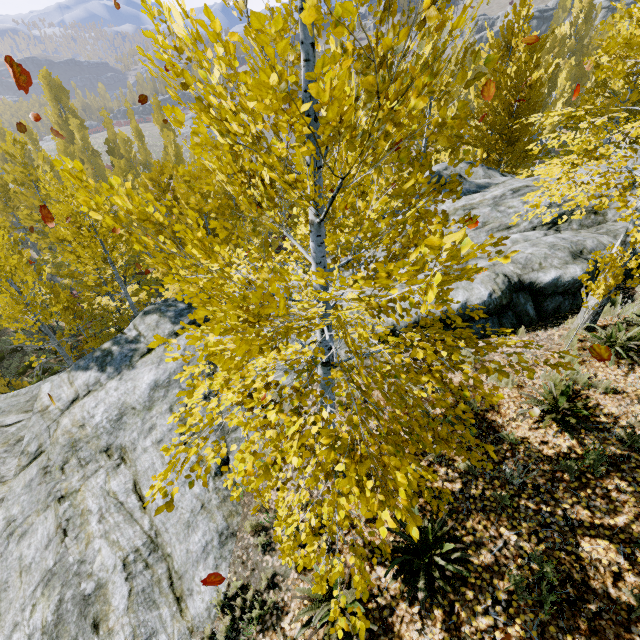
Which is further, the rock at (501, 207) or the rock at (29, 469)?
the rock at (501, 207)

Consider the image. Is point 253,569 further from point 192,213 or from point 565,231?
point 565,231

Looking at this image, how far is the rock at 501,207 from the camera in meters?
7.3

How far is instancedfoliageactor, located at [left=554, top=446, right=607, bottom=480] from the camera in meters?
4.4

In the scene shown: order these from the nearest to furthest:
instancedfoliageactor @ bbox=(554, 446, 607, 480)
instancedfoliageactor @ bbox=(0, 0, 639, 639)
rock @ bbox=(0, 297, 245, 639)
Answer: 1. instancedfoliageactor @ bbox=(0, 0, 639, 639)
2. instancedfoliageactor @ bbox=(554, 446, 607, 480)
3. rock @ bbox=(0, 297, 245, 639)

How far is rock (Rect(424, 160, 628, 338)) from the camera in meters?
7.3 m

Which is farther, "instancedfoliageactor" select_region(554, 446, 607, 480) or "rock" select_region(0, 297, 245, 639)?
"rock" select_region(0, 297, 245, 639)

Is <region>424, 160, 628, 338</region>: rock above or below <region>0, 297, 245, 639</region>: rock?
above
